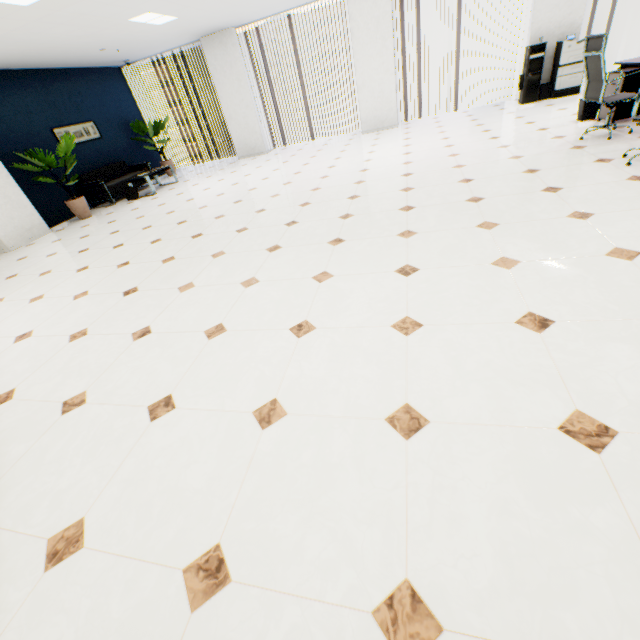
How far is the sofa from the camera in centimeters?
806cm

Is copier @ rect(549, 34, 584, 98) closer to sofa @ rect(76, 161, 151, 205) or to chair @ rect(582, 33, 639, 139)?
chair @ rect(582, 33, 639, 139)

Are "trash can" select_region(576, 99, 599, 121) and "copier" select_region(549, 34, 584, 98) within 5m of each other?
yes

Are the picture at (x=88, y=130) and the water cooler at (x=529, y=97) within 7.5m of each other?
no

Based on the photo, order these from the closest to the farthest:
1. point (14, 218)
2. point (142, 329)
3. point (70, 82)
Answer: point (142, 329) → point (14, 218) → point (70, 82)

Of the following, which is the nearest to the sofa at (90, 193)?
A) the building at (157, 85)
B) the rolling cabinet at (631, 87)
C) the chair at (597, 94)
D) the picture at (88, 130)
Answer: the picture at (88, 130)

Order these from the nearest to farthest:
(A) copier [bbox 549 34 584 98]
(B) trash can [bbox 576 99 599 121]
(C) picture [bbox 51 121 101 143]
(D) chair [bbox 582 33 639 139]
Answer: (D) chair [bbox 582 33 639 139] → (B) trash can [bbox 576 99 599 121] → (A) copier [bbox 549 34 584 98] → (C) picture [bbox 51 121 101 143]

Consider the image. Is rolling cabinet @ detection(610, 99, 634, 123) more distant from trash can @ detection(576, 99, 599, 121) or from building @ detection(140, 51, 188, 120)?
building @ detection(140, 51, 188, 120)
